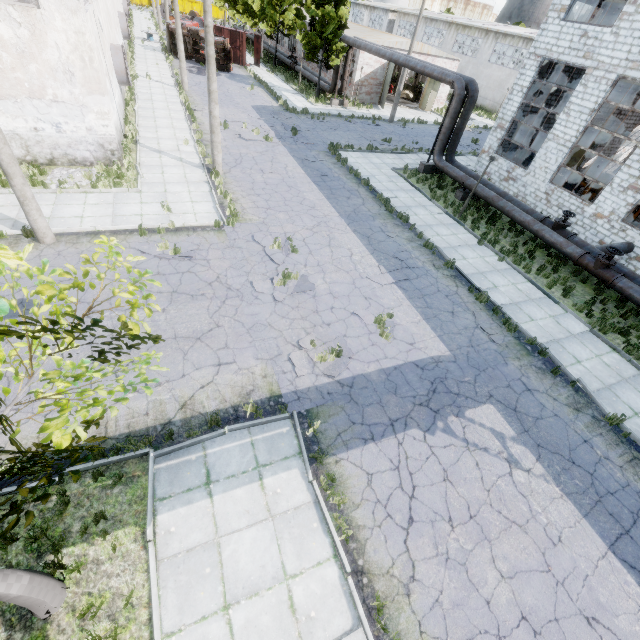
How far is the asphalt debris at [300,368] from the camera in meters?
8.7 m

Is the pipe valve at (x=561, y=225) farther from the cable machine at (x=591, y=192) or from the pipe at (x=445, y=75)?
the cable machine at (x=591, y=192)

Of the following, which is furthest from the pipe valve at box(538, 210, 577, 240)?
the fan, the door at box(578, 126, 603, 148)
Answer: the fan

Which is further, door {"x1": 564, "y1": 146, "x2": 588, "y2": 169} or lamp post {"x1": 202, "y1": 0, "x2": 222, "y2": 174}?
door {"x1": 564, "y1": 146, "x2": 588, "y2": 169}

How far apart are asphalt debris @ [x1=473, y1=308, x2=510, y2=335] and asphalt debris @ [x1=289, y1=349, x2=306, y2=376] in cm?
501

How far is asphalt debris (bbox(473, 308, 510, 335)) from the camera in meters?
11.4

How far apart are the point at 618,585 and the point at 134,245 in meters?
15.7 m

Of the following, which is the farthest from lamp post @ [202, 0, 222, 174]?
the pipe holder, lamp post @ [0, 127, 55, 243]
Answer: the pipe holder
